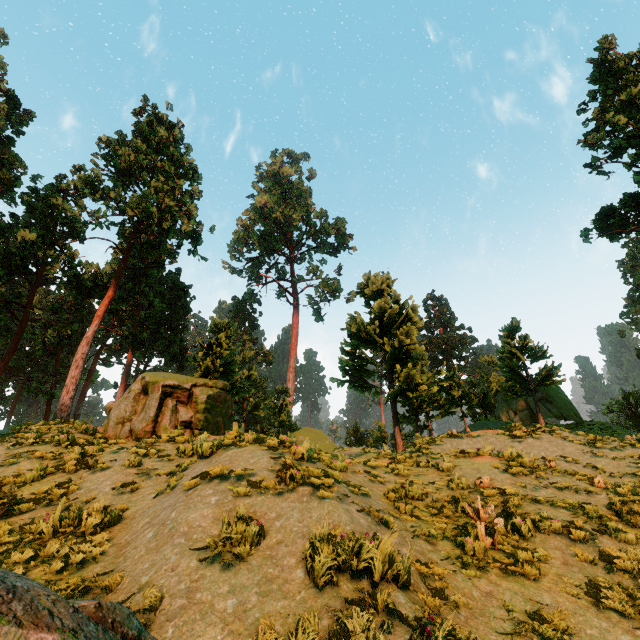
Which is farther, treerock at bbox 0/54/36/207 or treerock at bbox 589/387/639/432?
treerock at bbox 589/387/639/432

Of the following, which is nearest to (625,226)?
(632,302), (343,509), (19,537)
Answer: (343,509)

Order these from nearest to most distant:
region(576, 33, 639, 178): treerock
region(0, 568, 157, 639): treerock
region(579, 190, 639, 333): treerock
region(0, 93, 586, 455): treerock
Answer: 1. region(0, 568, 157, 639): treerock
2. region(0, 93, 586, 455): treerock
3. region(576, 33, 639, 178): treerock
4. region(579, 190, 639, 333): treerock

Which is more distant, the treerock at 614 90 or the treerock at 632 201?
the treerock at 632 201

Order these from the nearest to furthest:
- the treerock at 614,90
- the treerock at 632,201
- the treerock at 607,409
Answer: the treerock at 614,90 < the treerock at 632,201 < the treerock at 607,409

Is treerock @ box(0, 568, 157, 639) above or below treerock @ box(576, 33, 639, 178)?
below
